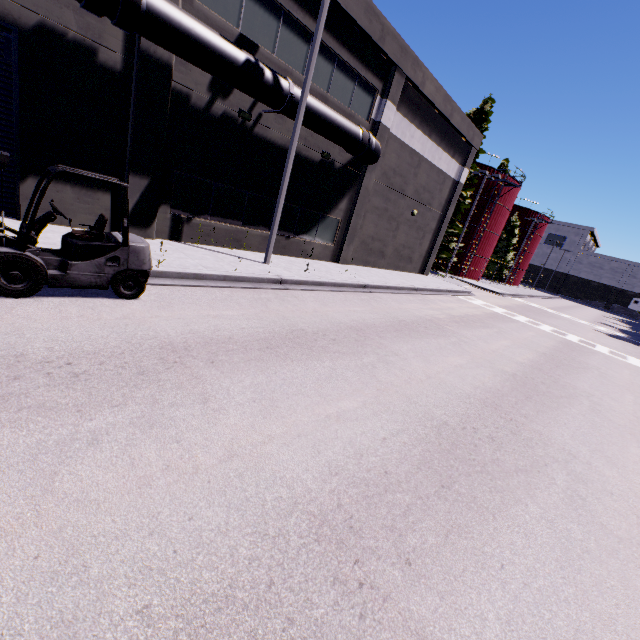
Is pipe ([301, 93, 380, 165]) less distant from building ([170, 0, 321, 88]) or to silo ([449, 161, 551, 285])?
building ([170, 0, 321, 88])

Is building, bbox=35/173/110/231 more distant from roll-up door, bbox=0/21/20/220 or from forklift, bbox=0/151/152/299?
forklift, bbox=0/151/152/299

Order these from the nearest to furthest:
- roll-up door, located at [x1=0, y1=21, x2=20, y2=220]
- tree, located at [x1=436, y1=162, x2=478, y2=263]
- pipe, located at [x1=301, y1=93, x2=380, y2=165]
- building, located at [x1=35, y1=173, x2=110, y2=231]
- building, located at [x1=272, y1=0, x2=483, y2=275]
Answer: roll-up door, located at [x1=0, y1=21, x2=20, y2=220]
building, located at [x1=35, y1=173, x2=110, y2=231]
pipe, located at [x1=301, y1=93, x2=380, y2=165]
building, located at [x1=272, y1=0, x2=483, y2=275]
tree, located at [x1=436, y1=162, x2=478, y2=263]

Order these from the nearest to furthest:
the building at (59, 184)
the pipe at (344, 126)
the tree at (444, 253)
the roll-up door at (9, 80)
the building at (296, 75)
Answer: the roll-up door at (9, 80) < the building at (59, 184) < the building at (296, 75) < the pipe at (344, 126) < the tree at (444, 253)

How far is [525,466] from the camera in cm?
489

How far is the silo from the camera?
Result: 36.0m

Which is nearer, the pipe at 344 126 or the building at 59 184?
the building at 59 184

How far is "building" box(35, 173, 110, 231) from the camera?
9.1 meters
